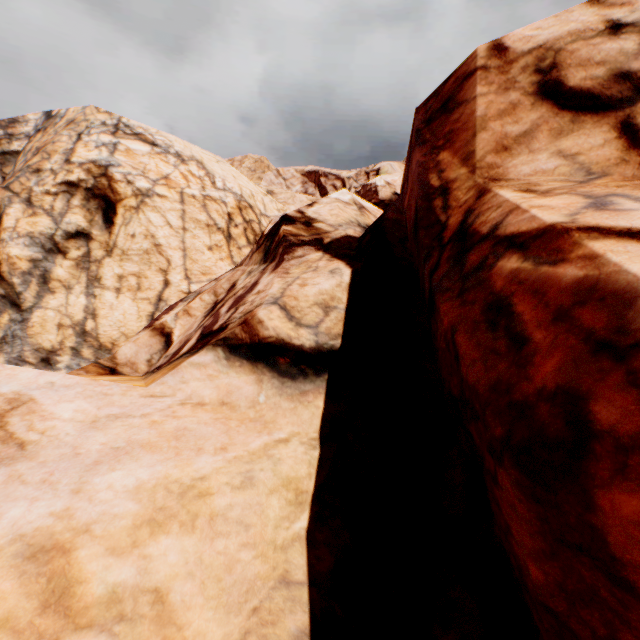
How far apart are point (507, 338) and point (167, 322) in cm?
623
